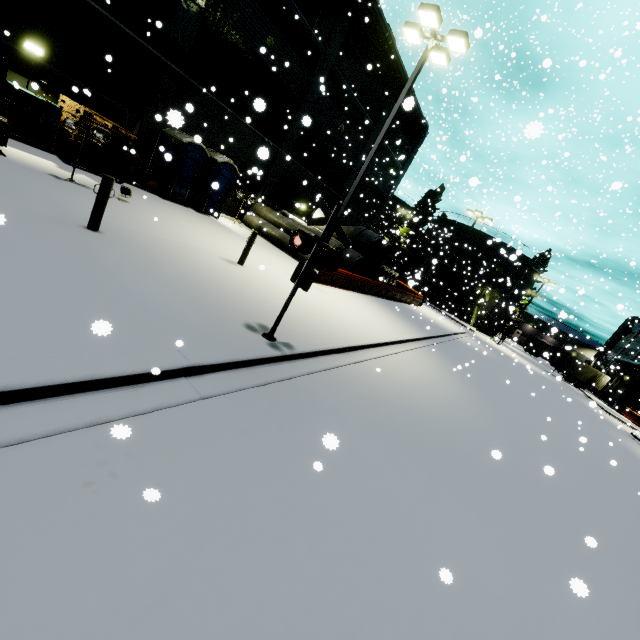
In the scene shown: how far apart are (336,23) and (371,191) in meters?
13.9 m

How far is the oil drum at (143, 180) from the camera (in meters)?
13.36

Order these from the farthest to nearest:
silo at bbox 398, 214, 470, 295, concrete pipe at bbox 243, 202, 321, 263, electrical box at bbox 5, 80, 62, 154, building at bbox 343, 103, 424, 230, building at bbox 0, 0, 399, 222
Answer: silo at bbox 398, 214, 470, 295
building at bbox 343, 103, 424, 230
concrete pipe at bbox 243, 202, 321, 263
building at bbox 0, 0, 399, 222
electrical box at bbox 5, 80, 62, 154

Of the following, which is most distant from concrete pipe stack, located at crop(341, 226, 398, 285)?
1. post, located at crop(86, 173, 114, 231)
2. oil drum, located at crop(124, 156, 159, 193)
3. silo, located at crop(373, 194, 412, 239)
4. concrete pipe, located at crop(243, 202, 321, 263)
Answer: post, located at crop(86, 173, 114, 231)

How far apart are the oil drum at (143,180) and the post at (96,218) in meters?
8.4

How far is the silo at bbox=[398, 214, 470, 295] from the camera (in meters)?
37.95

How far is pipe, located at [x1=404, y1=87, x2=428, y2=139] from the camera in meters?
4.0 m

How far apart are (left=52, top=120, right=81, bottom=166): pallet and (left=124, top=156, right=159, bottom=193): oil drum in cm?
17
